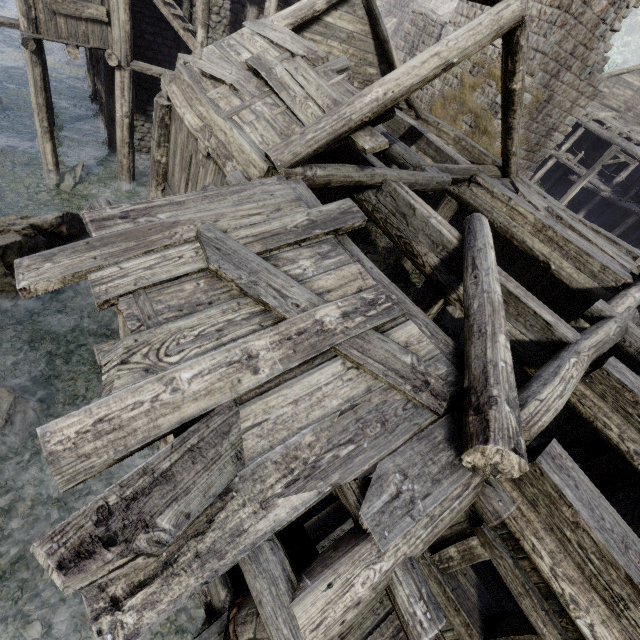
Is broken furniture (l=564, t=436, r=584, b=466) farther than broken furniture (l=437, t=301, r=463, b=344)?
No

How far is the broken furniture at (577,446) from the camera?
7.73m

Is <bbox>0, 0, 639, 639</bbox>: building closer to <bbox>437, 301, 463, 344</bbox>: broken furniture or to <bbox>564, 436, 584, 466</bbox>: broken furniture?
<bbox>564, 436, 584, 466</bbox>: broken furniture

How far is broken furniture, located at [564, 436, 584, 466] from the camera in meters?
7.7 m

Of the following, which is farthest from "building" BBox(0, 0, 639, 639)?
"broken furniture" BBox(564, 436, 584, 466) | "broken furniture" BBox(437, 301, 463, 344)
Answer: "broken furniture" BBox(437, 301, 463, 344)

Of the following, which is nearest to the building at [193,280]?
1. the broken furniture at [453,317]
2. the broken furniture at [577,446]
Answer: the broken furniture at [577,446]

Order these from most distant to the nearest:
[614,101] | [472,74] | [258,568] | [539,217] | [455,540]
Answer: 1. [614,101]
2. [472,74]
3. [539,217]
4. [455,540]
5. [258,568]
